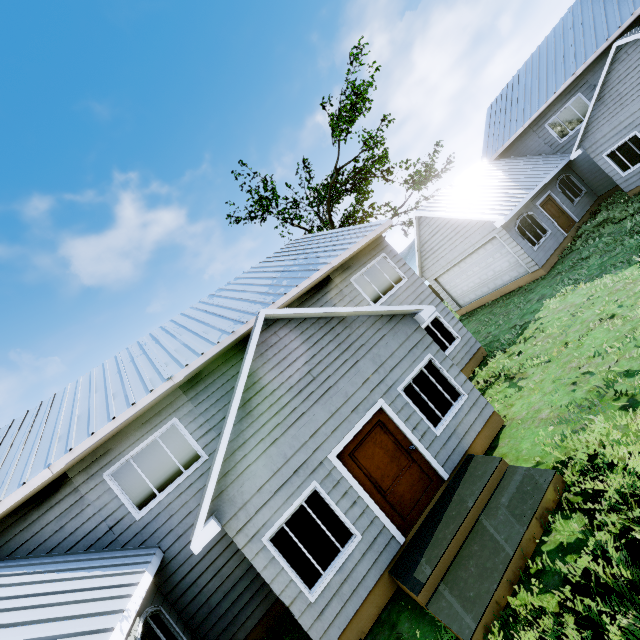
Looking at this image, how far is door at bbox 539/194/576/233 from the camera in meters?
16.6

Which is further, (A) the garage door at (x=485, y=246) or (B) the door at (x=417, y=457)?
(A) the garage door at (x=485, y=246)

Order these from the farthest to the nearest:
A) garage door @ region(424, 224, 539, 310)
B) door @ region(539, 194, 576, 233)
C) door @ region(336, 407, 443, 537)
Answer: door @ region(539, 194, 576, 233) < garage door @ region(424, 224, 539, 310) < door @ region(336, 407, 443, 537)

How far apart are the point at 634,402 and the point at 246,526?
7.4m

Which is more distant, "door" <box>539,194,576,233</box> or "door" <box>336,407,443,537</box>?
"door" <box>539,194,576,233</box>

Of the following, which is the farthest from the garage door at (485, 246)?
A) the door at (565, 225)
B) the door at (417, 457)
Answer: the door at (417, 457)

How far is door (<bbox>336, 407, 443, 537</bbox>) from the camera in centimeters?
653cm

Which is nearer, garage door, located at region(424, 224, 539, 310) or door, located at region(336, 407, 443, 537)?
door, located at region(336, 407, 443, 537)
